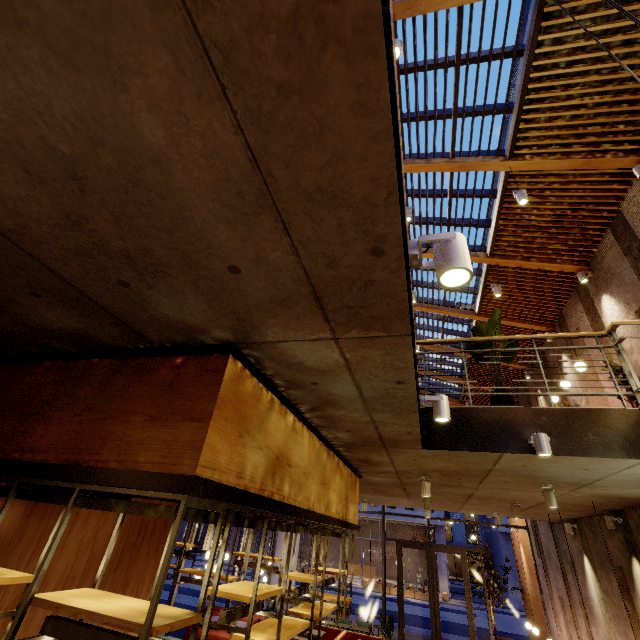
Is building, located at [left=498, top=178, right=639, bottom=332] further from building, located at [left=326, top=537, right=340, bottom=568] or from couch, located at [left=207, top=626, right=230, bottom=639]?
building, located at [left=326, top=537, right=340, bottom=568]

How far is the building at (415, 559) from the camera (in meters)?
35.59

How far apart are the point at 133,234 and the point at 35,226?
0.5 meters

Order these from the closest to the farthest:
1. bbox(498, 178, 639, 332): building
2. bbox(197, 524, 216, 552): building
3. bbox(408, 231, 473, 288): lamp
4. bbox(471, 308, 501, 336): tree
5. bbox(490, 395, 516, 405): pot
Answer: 1. bbox(408, 231, 473, 288): lamp
2. bbox(490, 395, 516, 405): pot
3. bbox(471, 308, 501, 336): tree
4. bbox(498, 178, 639, 332): building
5. bbox(197, 524, 216, 552): building

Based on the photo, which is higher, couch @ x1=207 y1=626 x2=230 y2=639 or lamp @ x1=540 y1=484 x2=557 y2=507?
lamp @ x1=540 y1=484 x2=557 y2=507

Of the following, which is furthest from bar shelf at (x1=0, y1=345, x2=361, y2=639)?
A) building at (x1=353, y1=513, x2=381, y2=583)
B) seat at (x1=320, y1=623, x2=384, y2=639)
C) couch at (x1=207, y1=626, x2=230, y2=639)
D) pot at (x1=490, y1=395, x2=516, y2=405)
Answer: building at (x1=353, y1=513, x2=381, y2=583)

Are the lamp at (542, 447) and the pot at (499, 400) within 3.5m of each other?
yes

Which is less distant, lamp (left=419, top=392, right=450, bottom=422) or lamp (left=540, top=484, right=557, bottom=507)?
lamp (left=419, top=392, right=450, bottom=422)
